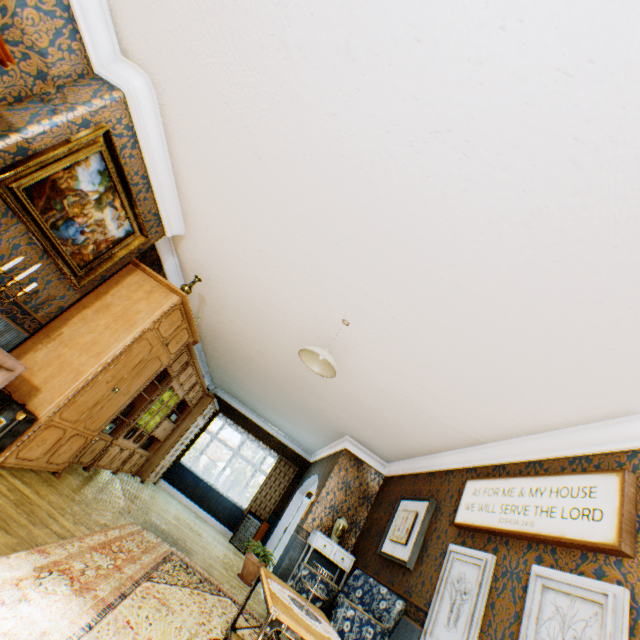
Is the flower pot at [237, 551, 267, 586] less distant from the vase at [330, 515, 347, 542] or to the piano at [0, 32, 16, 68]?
the vase at [330, 515, 347, 542]

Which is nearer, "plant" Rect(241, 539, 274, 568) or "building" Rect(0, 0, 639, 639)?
"building" Rect(0, 0, 639, 639)

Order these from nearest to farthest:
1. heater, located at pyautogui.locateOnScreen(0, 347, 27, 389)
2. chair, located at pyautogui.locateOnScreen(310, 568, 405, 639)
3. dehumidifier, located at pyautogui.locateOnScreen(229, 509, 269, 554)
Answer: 1. heater, located at pyautogui.locateOnScreen(0, 347, 27, 389)
2. chair, located at pyautogui.locateOnScreen(310, 568, 405, 639)
3. dehumidifier, located at pyautogui.locateOnScreen(229, 509, 269, 554)

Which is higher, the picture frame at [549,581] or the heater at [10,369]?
the picture frame at [549,581]

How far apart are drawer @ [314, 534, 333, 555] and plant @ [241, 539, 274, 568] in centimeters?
103cm

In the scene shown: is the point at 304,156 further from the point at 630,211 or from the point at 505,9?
the point at 630,211

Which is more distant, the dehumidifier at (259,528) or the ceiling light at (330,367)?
the dehumidifier at (259,528)

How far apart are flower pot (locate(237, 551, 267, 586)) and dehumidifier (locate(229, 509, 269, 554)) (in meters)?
2.63
